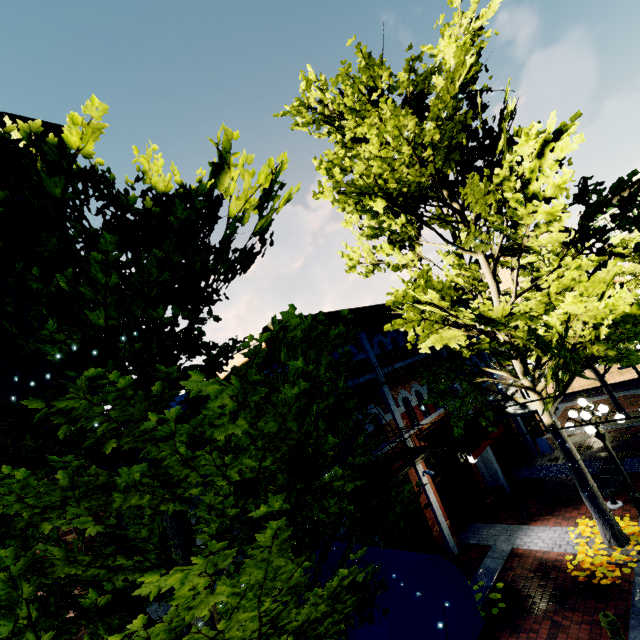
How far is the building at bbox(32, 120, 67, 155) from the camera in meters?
6.7

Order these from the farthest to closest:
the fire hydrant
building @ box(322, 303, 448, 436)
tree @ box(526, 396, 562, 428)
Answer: building @ box(322, 303, 448, 436)
tree @ box(526, 396, 562, 428)
the fire hydrant

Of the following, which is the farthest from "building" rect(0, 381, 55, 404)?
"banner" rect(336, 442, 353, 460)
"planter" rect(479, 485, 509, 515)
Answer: "planter" rect(479, 485, 509, 515)

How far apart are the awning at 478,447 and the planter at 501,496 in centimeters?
215cm

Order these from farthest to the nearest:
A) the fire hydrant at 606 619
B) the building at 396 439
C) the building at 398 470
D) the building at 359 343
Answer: the building at 359 343
the building at 398 470
the building at 396 439
the fire hydrant at 606 619

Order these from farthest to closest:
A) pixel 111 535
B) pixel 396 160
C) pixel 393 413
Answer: pixel 393 413 → pixel 396 160 → pixel 111 535

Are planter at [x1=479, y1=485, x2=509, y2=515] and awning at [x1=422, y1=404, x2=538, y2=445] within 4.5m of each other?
yes

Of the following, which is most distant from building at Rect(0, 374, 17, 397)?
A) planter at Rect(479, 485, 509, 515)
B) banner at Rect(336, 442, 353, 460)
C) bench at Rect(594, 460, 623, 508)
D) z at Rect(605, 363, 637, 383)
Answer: planter at Rect(479, 485, 509, 515)
